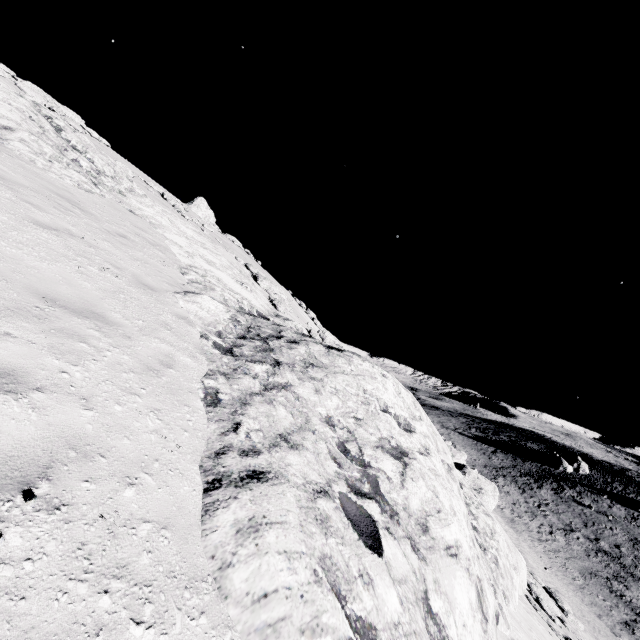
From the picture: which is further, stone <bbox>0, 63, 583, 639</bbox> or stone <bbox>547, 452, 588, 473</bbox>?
stone <bbox>547, 452, 588, 473</bbox>

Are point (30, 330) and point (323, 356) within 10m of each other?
yes

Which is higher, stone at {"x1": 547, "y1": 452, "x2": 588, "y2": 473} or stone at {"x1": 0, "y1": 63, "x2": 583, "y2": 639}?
stone at {"x1": 0, "y1": 63, "x2": 583, "y2": 639}

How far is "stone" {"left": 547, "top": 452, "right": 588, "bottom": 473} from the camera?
55.1 meters

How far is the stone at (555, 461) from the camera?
55.09m

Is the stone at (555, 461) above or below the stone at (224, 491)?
below
